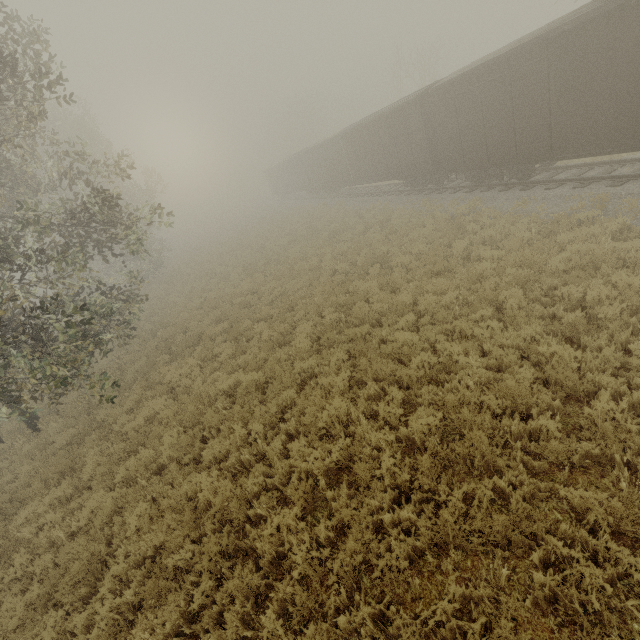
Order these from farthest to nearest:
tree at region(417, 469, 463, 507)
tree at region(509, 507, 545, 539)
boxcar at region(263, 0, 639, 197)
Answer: boxcar at region(263, 0, 639, 197), tree at region(417, 469, 463, 507), tree at region(509, 507, 545, 539)

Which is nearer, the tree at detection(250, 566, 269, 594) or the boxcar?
the tree at detection(250, 566, 269, 594)

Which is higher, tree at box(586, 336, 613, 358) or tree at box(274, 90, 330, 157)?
tree at box(274, 90, 330, 157)

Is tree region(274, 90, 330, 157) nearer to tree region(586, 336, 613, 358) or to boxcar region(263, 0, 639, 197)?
boxcar region(263, 0, 639, 197)

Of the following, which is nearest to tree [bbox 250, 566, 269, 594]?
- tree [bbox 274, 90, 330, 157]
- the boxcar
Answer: the boxcar

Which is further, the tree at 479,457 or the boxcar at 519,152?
the boxcar at 519,152

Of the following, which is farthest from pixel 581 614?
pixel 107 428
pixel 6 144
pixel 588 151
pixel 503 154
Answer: pixel 503 154

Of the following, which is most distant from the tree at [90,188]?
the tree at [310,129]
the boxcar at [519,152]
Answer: the tree at [310,129]
